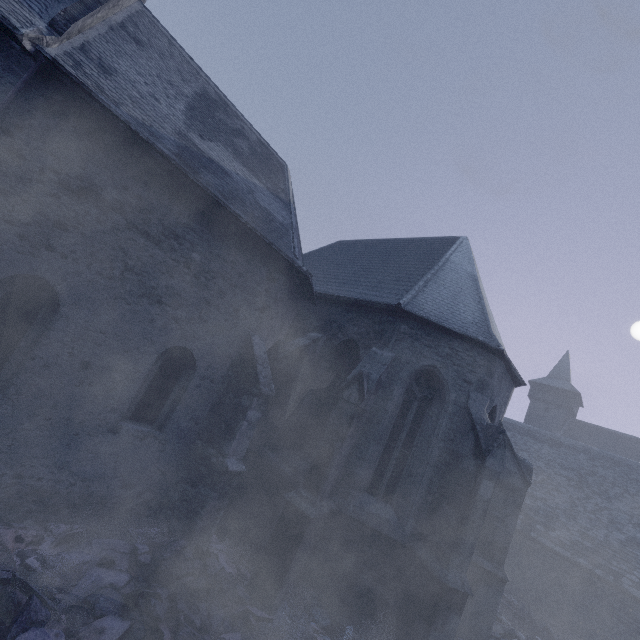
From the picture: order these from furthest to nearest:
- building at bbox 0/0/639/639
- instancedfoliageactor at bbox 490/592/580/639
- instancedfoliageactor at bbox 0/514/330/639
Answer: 1. instancedfoliageactor at bbox 490/592/580/639
2. building at bbox 0/0/639/639
3. instancedfoliageactor at bbox 0/514/330/639

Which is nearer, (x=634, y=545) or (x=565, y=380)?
(x=634, y=545)

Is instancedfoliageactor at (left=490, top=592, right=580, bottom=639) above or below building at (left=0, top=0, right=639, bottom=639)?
below

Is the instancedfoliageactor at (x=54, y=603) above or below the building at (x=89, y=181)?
below

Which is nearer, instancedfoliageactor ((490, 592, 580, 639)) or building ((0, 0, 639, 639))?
building ((0, 0, 639, 639))

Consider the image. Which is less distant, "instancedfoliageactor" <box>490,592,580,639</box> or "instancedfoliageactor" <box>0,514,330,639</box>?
"instancedfoliageactor" <box>0,514,330,639</box>
